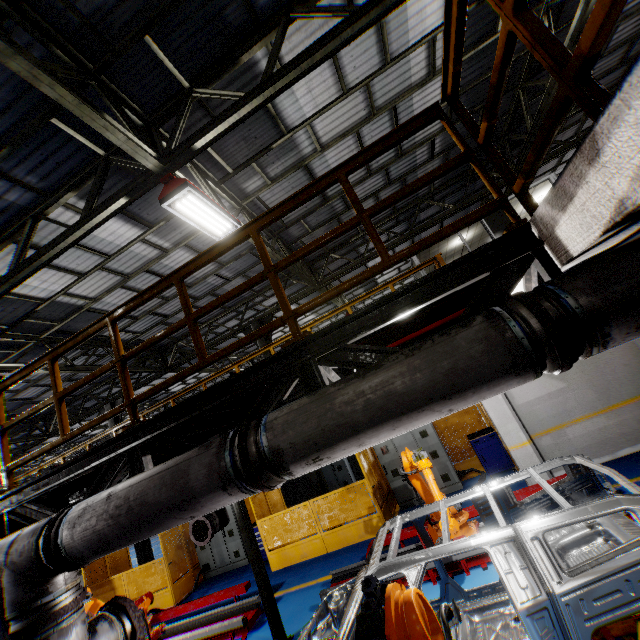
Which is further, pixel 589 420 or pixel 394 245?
pixel 394 245

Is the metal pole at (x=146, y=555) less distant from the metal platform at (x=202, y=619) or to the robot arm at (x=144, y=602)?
the metal platform at (x=202, y=619)

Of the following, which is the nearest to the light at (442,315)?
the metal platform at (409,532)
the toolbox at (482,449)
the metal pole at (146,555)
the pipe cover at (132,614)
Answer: the pipe cover at (132,614)

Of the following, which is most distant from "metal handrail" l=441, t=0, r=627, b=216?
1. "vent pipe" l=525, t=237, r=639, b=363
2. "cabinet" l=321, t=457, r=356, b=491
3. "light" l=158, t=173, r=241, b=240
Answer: "cabinet" l=321, t=457, r=356, b=491

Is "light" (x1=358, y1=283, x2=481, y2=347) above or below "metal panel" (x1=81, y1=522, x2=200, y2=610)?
above

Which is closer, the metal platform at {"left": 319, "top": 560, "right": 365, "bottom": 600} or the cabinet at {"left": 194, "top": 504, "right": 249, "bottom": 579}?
the metal platform at {"left": 319, "top": 560, "right": 365, "bottom": 600}

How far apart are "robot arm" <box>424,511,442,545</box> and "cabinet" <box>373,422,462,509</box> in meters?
3.3

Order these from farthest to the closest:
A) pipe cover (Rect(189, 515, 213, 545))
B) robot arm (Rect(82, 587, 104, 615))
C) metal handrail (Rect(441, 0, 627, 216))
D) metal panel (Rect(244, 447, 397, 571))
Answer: metal panel (Rect(244, 447, 397, 571)) → robot arm (Rect(82, 587, 104, 615)) → pipe cover (Rect(189, 515, 213, 545)) → metal handrail (Rect(441, 0, 627, 216))
